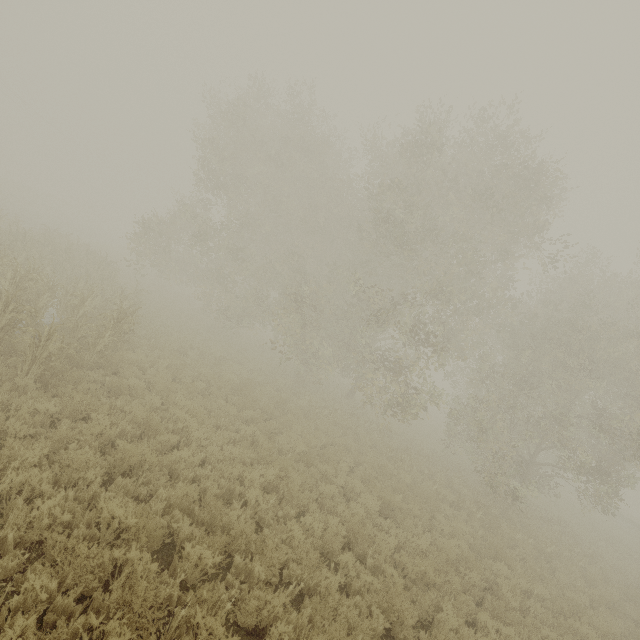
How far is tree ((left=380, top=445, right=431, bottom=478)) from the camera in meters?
12.6

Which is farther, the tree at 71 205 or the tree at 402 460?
the tree at 71 205

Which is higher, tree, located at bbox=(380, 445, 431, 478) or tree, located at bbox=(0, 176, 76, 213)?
tree, located at bbox=(0, 176, 76, 213)

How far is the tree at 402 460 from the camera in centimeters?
1262cm

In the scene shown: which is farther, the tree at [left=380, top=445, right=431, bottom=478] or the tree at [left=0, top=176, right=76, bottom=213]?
the tree at [left=0, top=176, right=76, bottom=213]

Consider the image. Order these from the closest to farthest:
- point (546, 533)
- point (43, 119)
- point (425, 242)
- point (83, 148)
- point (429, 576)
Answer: point (429, 576) < point (546, 533) < point (425, 242) < point (43, 119) < point (83, 148)
